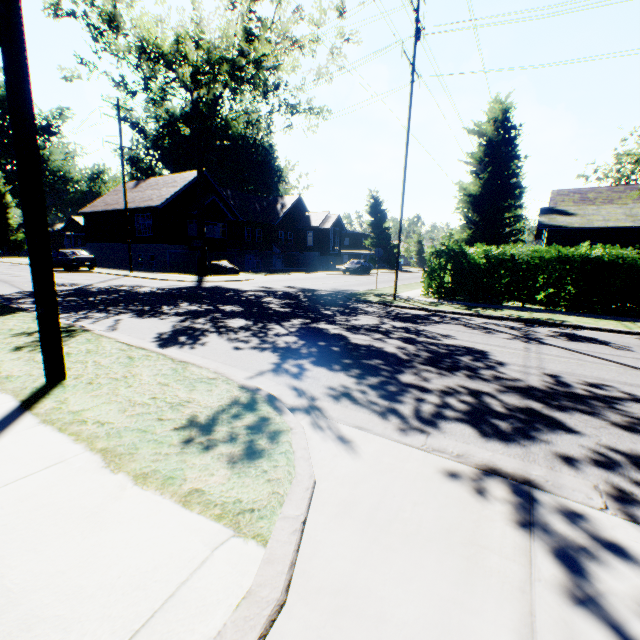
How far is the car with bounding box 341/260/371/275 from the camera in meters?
34.3 m

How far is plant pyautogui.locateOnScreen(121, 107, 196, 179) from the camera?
52.5m

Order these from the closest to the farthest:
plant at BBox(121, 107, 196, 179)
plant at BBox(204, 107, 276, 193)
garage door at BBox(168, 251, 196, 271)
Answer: garage door at BBox(168, 251, 196, 271) < plant at BBox(204, 107, 276, 193) < plant at BBox(121, 107, 196, 179)

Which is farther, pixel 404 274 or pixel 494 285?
pixel 404 274

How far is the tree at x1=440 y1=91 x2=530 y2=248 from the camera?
17.55m

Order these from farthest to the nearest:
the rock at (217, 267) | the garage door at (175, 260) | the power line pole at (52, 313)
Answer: the garage door at (175, 260)
the rock at (217, 267)
the power line pole at (52, 313)

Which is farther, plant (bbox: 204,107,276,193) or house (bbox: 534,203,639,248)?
plant (bbox: 204,107,276,193)

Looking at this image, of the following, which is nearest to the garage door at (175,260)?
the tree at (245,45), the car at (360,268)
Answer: the tree at (245,45)
